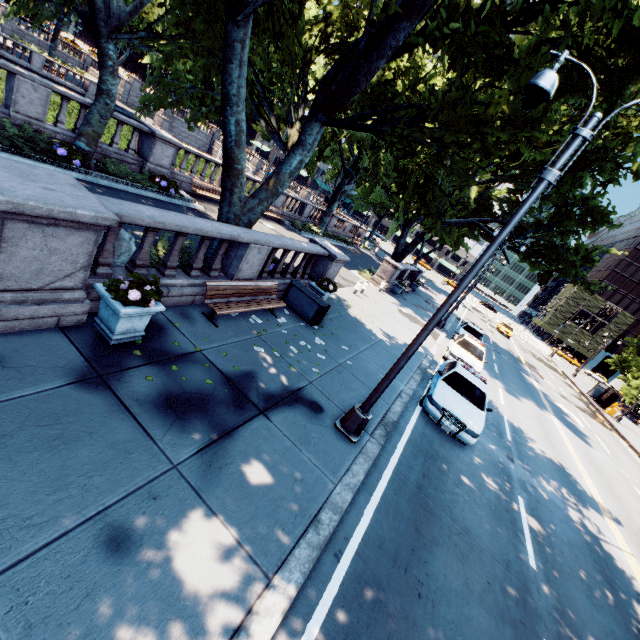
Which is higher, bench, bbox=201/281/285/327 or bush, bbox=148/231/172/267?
bench, bbox=201/281/285/327

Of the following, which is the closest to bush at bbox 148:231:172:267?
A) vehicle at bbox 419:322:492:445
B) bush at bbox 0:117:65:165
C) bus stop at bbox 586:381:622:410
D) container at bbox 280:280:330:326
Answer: container at bbox 280:280:330:326

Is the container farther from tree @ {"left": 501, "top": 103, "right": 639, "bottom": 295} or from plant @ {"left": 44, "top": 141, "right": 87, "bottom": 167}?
plant @ {"left": 44, "top": 141, "right": 87, "bottom": 167}

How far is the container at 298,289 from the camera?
10.8 meters

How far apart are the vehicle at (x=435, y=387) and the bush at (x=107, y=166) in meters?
13.7

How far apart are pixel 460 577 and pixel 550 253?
21.1m

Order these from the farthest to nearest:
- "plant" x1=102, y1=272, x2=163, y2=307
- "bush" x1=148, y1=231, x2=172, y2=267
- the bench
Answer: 1. "bush" x1=148, y1=231, x2=172, y2=267
2. the bench
3. "plant" x1=102, y1=272, x2=163, y2=307

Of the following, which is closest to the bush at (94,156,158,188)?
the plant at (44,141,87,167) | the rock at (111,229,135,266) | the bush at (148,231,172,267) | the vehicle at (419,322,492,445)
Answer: the plant at (44,141,87,167)
